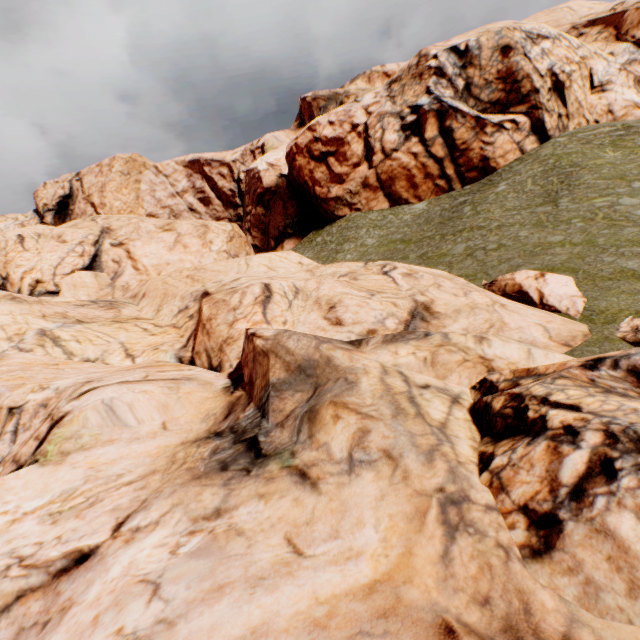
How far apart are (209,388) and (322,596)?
7.57m
